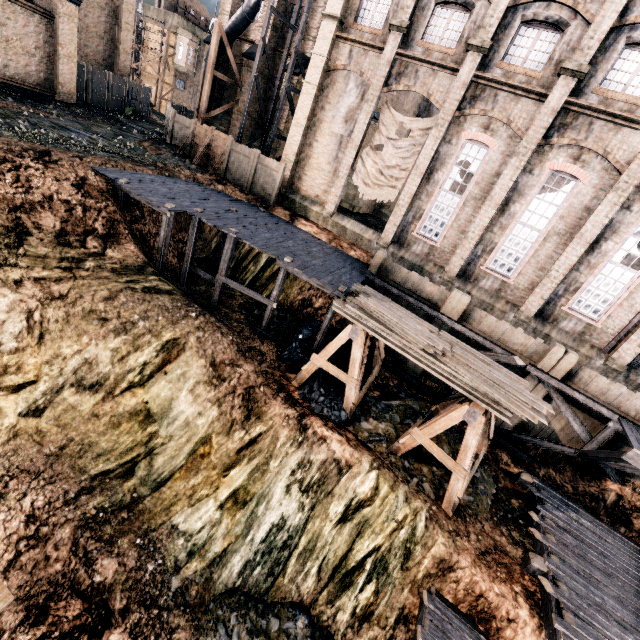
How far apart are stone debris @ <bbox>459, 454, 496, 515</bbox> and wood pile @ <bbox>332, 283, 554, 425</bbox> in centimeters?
350cm

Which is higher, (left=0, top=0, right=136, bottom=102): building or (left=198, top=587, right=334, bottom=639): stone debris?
(left=0, top=0, right=136, bottom=102): building

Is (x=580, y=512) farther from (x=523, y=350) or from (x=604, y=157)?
(x=604, y=157)

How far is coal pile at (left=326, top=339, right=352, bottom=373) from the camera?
16.2m

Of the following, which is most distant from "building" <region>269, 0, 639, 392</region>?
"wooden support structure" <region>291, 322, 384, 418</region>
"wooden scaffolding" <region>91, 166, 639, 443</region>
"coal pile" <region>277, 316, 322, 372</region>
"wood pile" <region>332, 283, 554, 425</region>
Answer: A: "wood pile" <region>332, 283, 554, 425</region>

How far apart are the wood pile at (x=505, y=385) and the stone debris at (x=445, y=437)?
3.50m

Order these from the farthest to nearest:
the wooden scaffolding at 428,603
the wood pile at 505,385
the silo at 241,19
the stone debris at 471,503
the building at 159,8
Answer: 1. the building at 159,8
2. the silo at 241,19
3. the stone debris at 471,503
4. the wood pile at 505,385
5. the wooden scaffolding at 428,603
